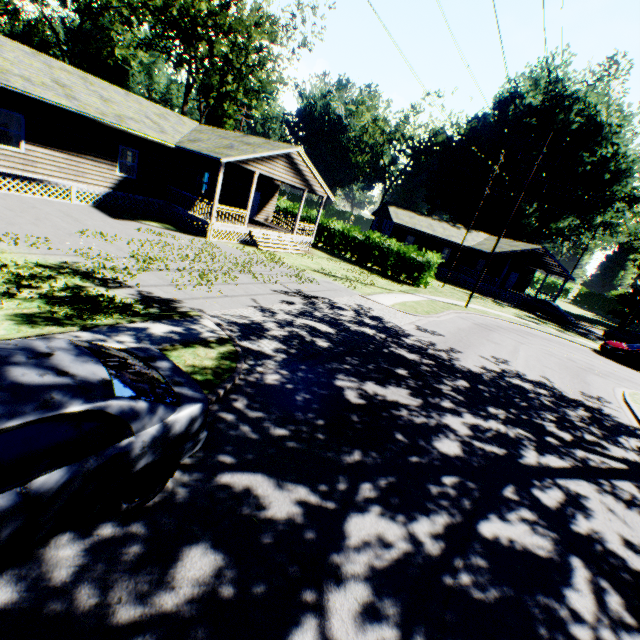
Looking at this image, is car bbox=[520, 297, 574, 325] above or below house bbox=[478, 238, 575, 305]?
below

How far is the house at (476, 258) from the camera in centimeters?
3754cm

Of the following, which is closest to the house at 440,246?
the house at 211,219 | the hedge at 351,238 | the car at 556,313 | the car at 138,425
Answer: the car at 556,313

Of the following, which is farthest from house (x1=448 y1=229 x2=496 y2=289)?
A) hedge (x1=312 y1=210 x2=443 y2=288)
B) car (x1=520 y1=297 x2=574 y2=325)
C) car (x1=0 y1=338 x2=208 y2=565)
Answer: car (x1=0 y1=338 x2=208 y2=565)

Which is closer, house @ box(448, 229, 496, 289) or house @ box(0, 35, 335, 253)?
house @ box(0, 35, 335, 253)

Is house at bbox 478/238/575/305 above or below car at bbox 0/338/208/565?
above

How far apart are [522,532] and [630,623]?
1.43m

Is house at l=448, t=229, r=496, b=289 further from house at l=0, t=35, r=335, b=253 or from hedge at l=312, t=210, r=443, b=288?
house at l=0, t=35, r=335, b=253
